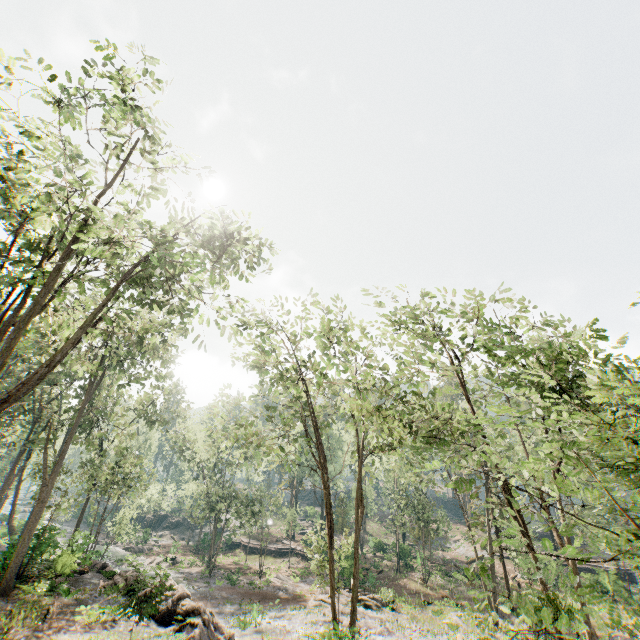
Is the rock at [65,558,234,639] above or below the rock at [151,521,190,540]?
above

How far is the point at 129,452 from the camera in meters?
29.1

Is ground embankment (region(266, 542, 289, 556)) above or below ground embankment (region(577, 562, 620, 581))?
below

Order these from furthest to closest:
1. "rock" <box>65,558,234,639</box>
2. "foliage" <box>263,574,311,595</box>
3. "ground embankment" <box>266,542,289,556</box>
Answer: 1. "ground embankment" <box>266,542,289,556</box>
2. "foliage" <box>263,574,311,595</box>
3. "rock" <box>65,558,234,639</box>

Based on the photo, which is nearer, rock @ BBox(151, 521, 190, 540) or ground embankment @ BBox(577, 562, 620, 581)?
ground embankment @ BBox(577, 562, 620, 581)

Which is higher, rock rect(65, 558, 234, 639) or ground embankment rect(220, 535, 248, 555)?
rock rect(65, 558, 234, 639)

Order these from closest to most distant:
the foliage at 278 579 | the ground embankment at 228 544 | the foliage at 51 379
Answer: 1. the foliage at 51 379
2. the foliage at 278 579
3. the ground embankment at 228 544

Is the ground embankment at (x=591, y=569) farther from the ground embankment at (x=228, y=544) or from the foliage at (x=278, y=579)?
the ground embankment at (x=228, y=544)
